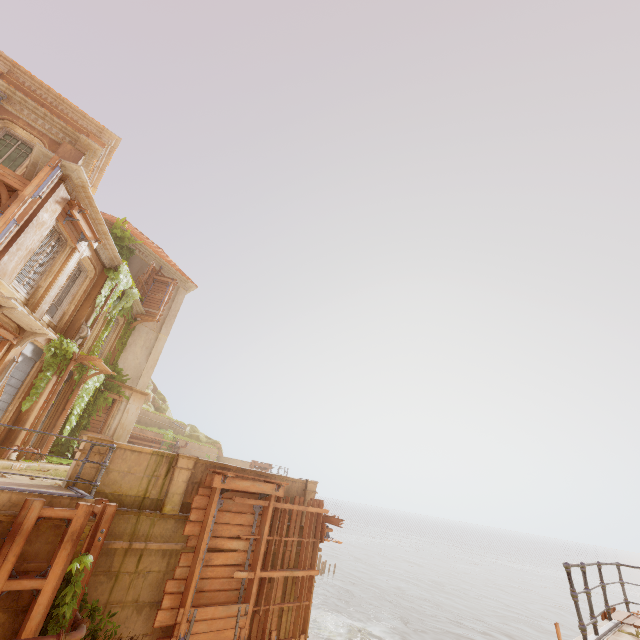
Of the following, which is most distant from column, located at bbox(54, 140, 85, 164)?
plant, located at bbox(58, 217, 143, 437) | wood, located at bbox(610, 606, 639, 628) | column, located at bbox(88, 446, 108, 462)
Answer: wood, located at bbox(610, 606, 639, 628)

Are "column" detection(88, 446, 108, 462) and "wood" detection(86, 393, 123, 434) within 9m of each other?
no

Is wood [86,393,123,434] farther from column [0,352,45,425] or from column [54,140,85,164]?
column [54,140,85,164]

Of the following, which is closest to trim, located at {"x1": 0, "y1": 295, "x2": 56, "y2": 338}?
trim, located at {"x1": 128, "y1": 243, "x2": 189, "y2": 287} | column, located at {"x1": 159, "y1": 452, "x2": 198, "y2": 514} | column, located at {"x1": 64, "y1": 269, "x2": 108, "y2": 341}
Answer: column, located at {"x1": 64, "y1": 269, "x2": 108, "y2": 341}

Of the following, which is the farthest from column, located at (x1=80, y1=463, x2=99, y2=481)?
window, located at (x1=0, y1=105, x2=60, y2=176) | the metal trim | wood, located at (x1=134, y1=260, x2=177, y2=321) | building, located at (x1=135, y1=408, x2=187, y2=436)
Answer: wood, located at (x1=134, y1=260, x2=177, y2=321)

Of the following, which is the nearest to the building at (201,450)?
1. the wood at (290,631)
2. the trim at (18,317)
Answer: the wood at (290,631)

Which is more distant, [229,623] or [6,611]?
[229,623]

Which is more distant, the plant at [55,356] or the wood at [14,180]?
the plant at [55,356]
